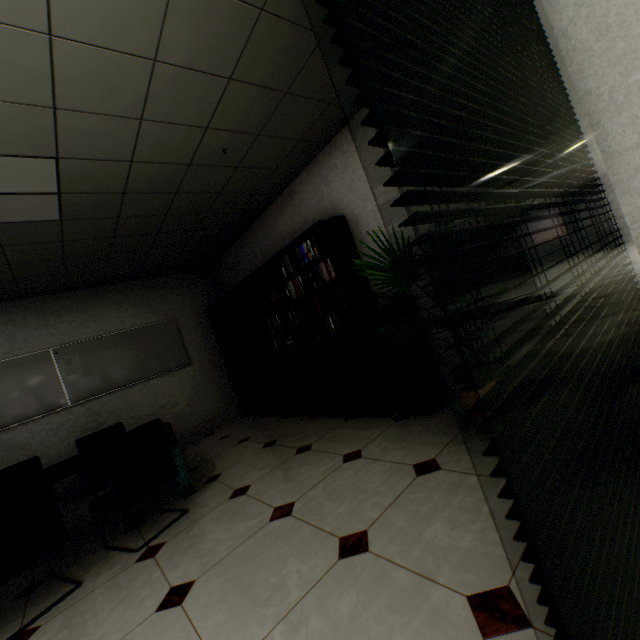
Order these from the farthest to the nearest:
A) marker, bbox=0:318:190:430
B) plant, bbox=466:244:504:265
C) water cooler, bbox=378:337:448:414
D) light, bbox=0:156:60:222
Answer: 1. marker, bbox=0:318:190:430
2. water cooler, bbox=378:337:448:414
3. light, bbox=0:156:60:222
4. plant, bbox=466:244:504:265

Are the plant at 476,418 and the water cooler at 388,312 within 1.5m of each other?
yes

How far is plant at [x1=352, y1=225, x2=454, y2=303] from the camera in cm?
207

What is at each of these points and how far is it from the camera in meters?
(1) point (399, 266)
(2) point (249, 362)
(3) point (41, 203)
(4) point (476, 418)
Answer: (1) plant, 2.1 m
(2) cupboard, 5.4 m
(3) light, 2.8 m
(4) plant, 2.2 m

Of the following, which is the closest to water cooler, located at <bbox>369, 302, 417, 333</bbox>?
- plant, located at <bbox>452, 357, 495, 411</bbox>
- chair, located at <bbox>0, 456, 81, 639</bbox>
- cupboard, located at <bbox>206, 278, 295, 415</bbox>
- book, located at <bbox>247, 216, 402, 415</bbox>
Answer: book, located at <bbox>247, 216, 402, 415</bbox>

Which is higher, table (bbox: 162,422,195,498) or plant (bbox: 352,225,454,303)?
plant (bbox: 352,225,454,303)

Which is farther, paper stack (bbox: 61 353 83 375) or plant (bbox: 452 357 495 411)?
paper stack (bbox: 61 353 83 375)

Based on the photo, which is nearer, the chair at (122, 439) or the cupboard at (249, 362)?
the chair at (122, 439)
